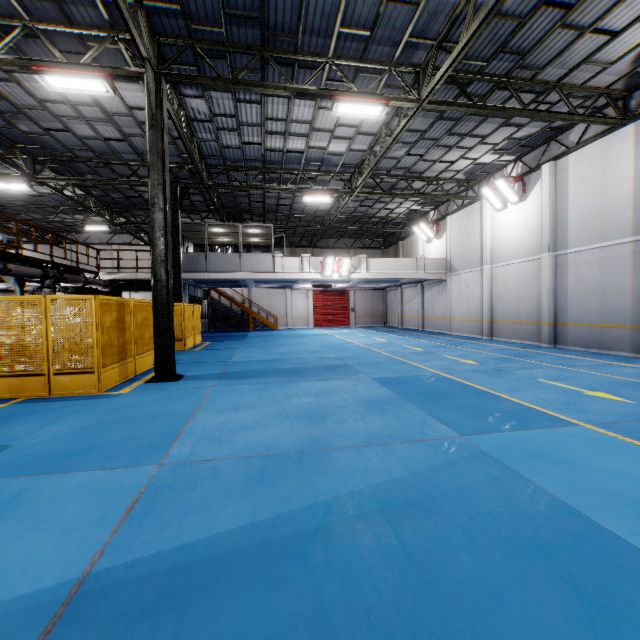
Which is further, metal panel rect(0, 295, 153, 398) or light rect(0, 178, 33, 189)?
light rect(0, 178, 33, 189)

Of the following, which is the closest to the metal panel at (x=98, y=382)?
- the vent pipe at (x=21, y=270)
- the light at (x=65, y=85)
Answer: the vent pipe at (x=21, y=270)

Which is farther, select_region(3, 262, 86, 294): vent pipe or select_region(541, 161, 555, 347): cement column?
select_region(541, 161, 555, 347): cement column

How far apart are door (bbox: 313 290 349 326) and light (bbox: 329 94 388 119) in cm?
2285

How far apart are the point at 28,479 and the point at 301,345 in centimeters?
1313cm

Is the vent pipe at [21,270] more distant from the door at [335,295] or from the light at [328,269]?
the door at [335,295]

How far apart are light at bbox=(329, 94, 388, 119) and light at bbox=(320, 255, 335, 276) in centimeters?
983cm

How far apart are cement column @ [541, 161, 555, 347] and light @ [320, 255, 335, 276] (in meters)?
10.20
